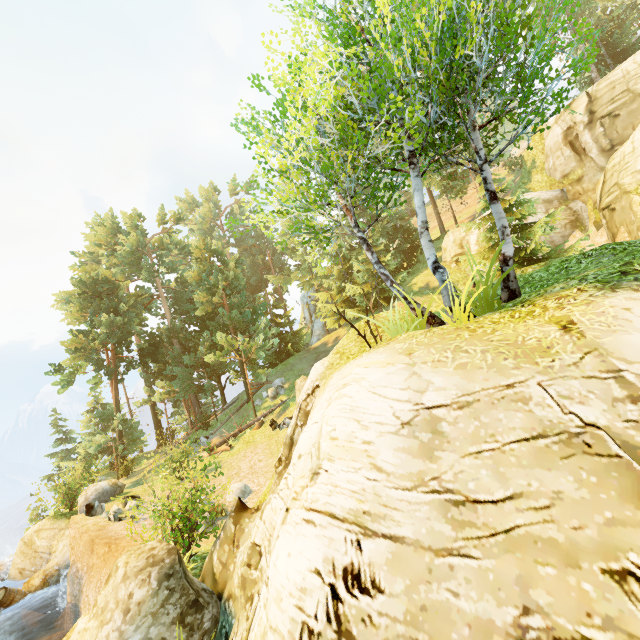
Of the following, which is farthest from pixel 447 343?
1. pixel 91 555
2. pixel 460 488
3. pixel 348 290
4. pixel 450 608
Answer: pixel 348 290

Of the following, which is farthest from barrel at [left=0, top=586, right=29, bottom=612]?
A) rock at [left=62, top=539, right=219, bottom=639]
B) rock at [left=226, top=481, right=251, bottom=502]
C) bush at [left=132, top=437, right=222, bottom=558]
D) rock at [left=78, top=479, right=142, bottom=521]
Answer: rock at [left=62, top=539, right=219, bottom=639]

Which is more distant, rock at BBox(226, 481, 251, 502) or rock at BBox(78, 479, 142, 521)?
rock at BBox(226, 481, 251, 502)

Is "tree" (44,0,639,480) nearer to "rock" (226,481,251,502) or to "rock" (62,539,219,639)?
A: "rock" (62,539,219,639)

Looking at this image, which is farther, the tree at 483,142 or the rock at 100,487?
the rock at 100,487

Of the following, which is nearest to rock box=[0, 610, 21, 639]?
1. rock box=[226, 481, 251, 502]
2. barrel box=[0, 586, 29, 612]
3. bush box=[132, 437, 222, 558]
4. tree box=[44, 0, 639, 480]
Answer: barrel box=[0, 586, 29, 612]

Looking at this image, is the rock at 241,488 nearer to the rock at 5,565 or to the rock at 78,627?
the rock at 78,627

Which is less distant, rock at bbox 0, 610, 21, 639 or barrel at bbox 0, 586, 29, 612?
rock at bbox 0, 610, 21, 639
